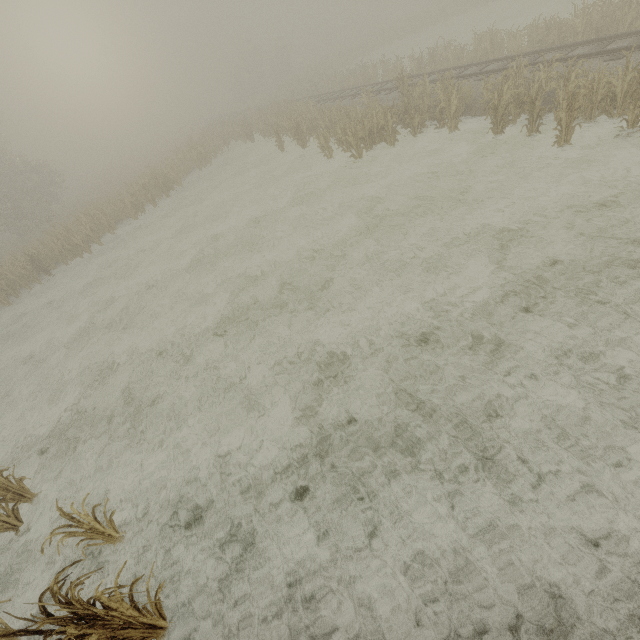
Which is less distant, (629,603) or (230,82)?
(629,603)

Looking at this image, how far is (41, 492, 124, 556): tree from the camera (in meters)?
4.72

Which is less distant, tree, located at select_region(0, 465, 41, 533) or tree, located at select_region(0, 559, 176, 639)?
tree, located at select_region(0, 559, 176, 639)

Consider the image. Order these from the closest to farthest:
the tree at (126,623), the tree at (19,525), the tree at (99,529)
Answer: the tree at (126,623) → the tree at (99,529) → the tree at (19,525)

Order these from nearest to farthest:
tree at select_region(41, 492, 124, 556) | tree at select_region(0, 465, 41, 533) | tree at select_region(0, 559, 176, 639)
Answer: tree at select_region(0, 559, 176, 639), tree at select_region(41, 492, 124, 556), tree at select_region(0, 465, 41, 533)

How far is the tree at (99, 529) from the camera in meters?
4.7 m
